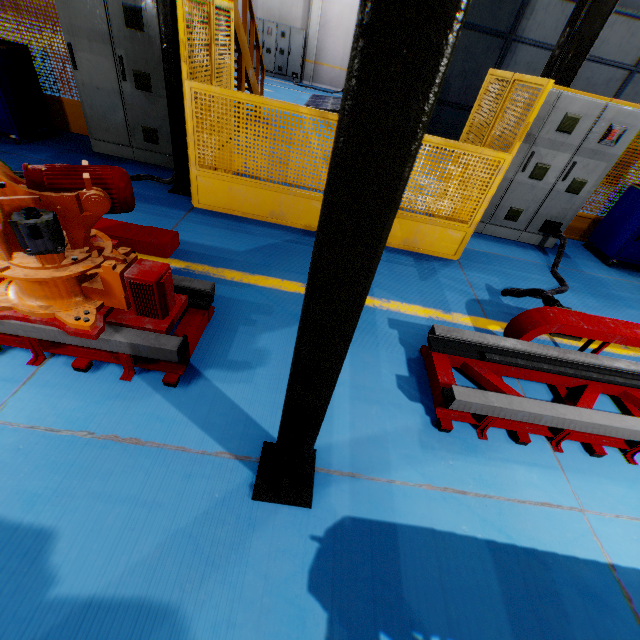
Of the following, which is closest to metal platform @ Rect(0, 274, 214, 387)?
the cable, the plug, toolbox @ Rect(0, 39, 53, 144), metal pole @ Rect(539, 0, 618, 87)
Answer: toolbox @ Rect(0, 39, 53, 144)

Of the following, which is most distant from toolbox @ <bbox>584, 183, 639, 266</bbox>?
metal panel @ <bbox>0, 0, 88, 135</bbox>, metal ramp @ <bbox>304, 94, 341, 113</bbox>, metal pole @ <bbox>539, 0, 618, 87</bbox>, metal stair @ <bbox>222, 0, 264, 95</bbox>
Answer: metal ramp @ <bbox>304, 94, 341, 113</bbox>

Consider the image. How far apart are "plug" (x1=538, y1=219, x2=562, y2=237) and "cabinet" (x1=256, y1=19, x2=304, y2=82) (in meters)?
17.53

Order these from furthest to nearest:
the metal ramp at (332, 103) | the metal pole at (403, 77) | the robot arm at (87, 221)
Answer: the metal ramp at (332, 103), the robot arm at (87, 221), the metal pole at (403, 77)

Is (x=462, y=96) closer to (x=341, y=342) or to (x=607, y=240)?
(x=607, y=240)

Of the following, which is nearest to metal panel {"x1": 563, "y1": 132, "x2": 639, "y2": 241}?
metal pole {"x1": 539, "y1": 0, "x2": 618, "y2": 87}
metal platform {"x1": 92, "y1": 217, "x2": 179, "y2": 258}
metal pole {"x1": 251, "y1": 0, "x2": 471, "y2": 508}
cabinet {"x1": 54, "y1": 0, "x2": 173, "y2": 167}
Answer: cabinet {"x1": 54, "y1": 0, "x2": 173, "y2": 167}

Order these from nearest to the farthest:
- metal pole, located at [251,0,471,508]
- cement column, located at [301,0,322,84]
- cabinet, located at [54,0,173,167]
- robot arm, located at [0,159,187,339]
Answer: metal pole, located at [251,0,471,508] < robot arm, located at [0,159,187,339] < cabinet, located at [54,0,173,167] < cement column, located at [301,0,322,84]

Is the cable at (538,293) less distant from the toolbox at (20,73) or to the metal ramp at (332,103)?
the toolbox at (20,73)
